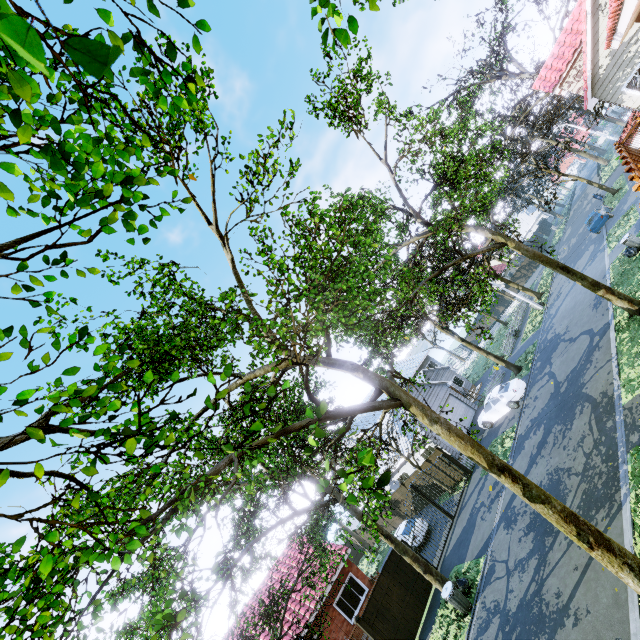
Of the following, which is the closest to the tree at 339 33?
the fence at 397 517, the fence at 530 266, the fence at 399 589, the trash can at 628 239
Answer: the fence at 530 266

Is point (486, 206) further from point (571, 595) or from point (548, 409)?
point (571, 595)

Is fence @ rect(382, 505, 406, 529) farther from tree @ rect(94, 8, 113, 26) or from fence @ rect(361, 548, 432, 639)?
fence @ rect(361, 548, 432, 639)

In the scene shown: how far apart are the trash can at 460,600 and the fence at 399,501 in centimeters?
1299cm

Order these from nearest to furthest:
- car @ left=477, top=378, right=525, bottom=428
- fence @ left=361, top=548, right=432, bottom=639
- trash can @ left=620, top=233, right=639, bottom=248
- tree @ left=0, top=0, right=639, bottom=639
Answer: tree @ left=0, top=0, right=639, bottom=639 → fence @ left=361, top=548, right=432, bottom=639 → trash can @ left=620, top=233, right=639, bottom=248 → car @ left=477, top=378, right=525, bottom=428

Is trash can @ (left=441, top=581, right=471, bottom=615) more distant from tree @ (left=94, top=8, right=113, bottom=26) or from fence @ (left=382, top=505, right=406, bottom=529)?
fence @ (left=382, top=505, right=406, bottom=529)

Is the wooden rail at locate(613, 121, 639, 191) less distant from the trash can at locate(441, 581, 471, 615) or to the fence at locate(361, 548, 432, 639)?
the trash can at locate(441, 581, 471, 615)

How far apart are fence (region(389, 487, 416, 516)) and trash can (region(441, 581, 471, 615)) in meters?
13.0 m
